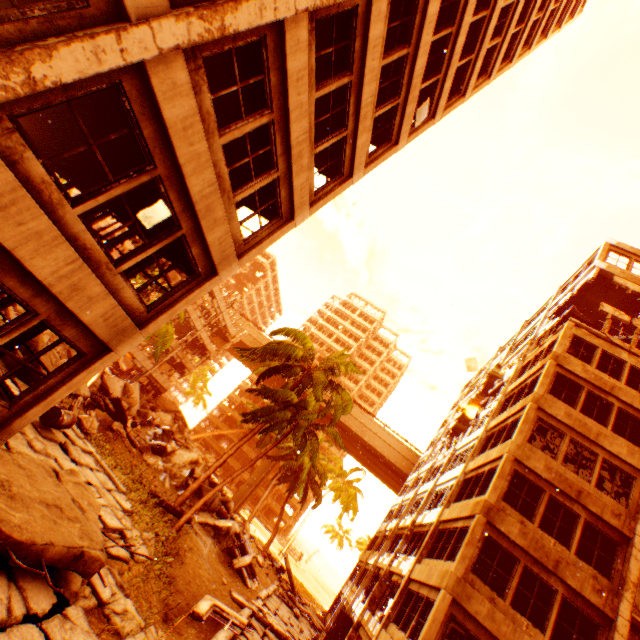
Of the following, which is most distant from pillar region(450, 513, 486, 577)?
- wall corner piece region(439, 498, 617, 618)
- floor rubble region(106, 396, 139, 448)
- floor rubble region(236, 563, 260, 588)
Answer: floor rubble region(106, 396, 139, 448)

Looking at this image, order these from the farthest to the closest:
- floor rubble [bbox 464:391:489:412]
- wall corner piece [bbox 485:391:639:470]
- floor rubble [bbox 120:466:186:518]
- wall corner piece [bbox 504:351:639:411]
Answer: floor rubble [bbox 464:391:489:412] → wall corner piece [bbox 504:351:639:411] → wall corner piece [bbox 485:391:639:470] → floor rubble [bbox 120:466:186:518]

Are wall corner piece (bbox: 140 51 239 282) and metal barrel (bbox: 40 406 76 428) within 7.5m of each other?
yes

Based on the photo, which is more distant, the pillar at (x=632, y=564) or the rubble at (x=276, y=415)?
the rubble at (x=276, y=415)

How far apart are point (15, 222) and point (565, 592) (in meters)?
18.59

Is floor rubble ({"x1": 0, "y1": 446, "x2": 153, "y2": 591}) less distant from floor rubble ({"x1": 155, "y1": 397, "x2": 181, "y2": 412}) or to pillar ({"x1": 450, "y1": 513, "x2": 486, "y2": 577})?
pillar ({"x1": 450, "y1": 513, "x2": 486, "y2": 577})

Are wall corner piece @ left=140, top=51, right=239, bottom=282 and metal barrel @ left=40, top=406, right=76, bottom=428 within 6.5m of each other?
yes

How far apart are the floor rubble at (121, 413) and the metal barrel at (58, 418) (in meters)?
10.70
